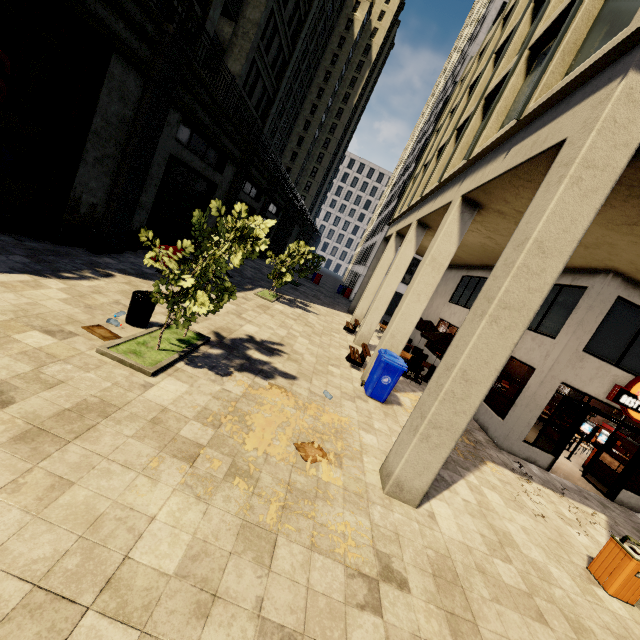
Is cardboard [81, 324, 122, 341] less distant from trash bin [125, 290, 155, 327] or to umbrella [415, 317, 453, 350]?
trash bin [125, 290, 155, 327]

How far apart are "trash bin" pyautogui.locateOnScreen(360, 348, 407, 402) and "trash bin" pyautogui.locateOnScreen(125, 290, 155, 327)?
5.61m

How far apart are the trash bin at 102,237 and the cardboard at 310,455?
9.1 meters

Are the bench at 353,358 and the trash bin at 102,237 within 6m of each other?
no

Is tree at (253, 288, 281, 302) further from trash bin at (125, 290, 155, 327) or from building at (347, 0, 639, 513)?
trash bin at (125, 290, 155, 327)

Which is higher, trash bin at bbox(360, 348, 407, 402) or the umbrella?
the umbrella

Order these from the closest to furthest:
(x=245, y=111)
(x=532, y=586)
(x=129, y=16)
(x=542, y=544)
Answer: (x=532, y=586)
(x=542, y=544)
(x=129, y=16)
(x=245, y=111)

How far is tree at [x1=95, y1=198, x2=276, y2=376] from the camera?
5.27m
